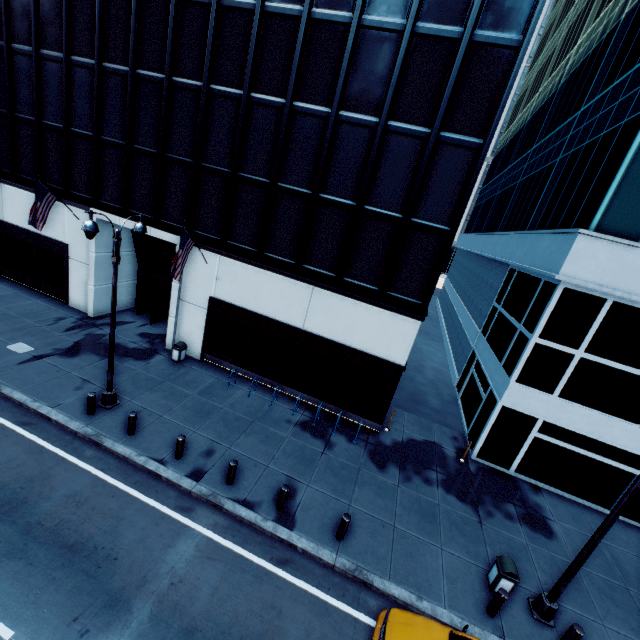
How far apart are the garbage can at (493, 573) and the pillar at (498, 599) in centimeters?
47cm

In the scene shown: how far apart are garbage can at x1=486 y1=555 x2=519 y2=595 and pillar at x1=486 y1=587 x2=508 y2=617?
0.47m

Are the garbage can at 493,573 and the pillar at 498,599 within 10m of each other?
yes

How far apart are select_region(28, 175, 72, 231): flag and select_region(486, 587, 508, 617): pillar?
23.5 meters

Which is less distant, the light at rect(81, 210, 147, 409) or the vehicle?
the vehicle

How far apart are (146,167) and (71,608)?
16.76m

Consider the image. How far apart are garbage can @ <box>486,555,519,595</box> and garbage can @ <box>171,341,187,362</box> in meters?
15.4

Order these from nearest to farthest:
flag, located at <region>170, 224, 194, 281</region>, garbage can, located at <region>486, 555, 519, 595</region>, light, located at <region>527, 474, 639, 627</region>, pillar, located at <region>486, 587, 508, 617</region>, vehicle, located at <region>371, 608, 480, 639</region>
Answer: vehicle, located at <region>371, 608, 480, 639</region>, light, located at <region>527, 474, 639, 627</region>, pillar, located at <region>486, 587, 508, 617</region>, garbage can, located at <region>486, 555, 519, 595</region>, flag, located at <region>170, 224, 194, 281</region>
